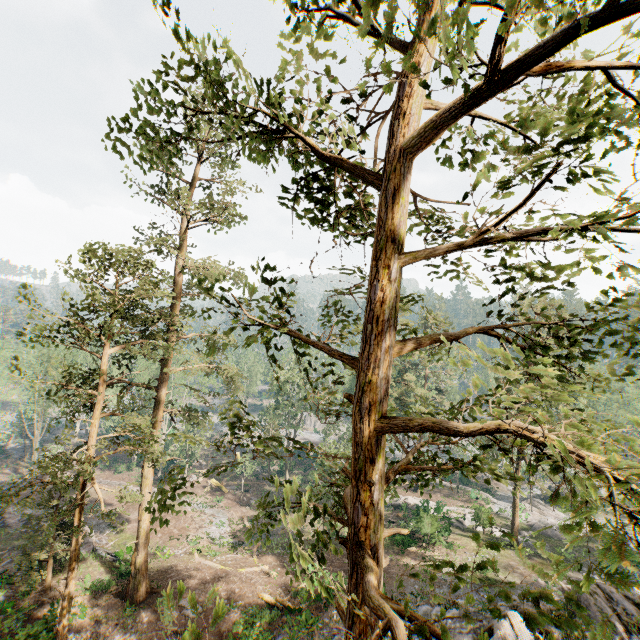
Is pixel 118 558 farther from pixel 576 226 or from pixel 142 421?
pixel 576 226

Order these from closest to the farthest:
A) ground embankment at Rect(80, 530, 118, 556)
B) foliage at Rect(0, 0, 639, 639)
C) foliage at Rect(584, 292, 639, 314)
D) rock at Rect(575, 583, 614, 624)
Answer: foliage at Rect(0, 0, 639, 639) → foliage at Rect(584, 292, 639, 314) → rock at Rect(575, 583, 614, 624) → ground embankment at Rect(80, 530, 118, 556)

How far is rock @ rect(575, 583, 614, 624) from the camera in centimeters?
1662cm

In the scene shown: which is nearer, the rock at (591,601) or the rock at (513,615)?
the rock at (513,615)

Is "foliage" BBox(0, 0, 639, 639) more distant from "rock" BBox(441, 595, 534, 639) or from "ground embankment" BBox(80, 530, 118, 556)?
"ground embankment" BBox(80, 530, 118, 556)

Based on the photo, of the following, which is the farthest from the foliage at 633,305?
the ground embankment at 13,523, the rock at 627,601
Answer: the ground embankment at 13,523
